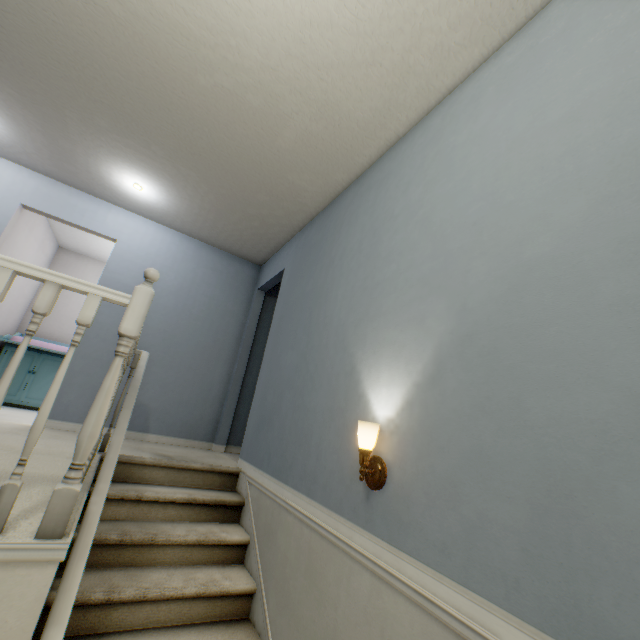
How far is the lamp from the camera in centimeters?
143cm

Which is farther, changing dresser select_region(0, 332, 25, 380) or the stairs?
changing dresser select_region(0, 332, 25, 380)

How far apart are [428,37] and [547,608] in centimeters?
241cm

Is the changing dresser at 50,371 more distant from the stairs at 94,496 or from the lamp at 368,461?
the lamp at 368,461

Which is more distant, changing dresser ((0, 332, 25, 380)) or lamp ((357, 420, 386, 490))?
changing dresser ((0, 332, 25, 380))

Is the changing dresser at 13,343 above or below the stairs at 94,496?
above

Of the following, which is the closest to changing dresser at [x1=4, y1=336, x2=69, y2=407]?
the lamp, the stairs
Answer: the stairs
